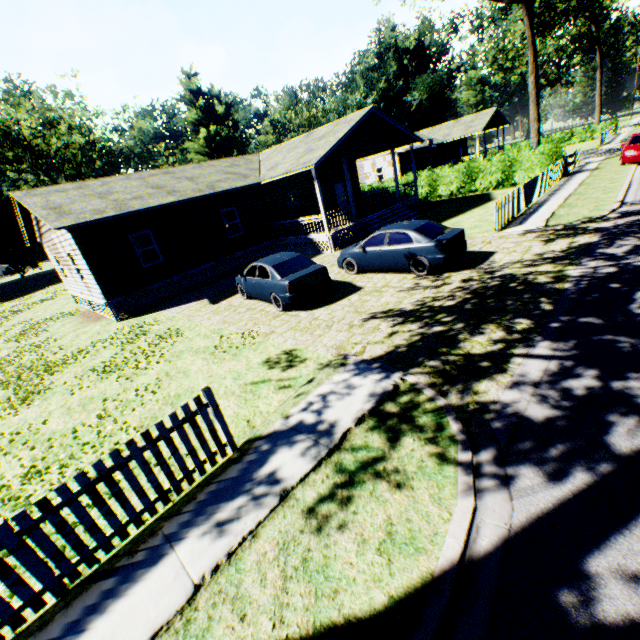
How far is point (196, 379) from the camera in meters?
8.0 m

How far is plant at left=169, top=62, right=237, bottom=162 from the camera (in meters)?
51.16

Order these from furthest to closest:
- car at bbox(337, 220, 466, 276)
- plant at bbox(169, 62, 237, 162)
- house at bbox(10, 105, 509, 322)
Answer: plant at bbox(169, 62, 237, 162), house at bbox(10, 105, 509, 322), car at bbox(337, 220, 466, 276)

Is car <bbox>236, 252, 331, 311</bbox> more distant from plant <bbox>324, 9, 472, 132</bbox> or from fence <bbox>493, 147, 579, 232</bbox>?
plant <bbox>324, 9, 472, 132</bbox>

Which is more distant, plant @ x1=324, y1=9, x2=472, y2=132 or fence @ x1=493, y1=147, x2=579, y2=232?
plant @ x1=324, y1=9, x2=472, y2=132

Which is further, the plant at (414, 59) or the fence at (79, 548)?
the plant at (414, 59)

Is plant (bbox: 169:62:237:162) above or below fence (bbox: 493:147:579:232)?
above

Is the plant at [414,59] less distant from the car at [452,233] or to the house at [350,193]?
the car at [452,233]
